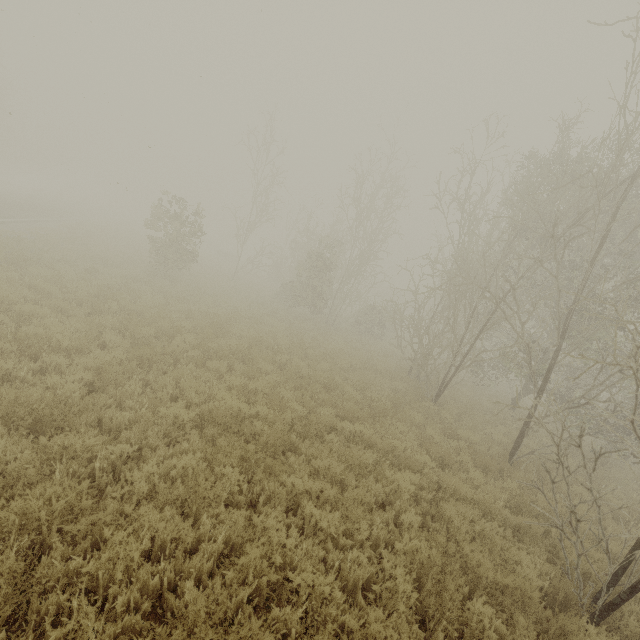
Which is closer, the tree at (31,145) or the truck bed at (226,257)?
the tree at (31,145)

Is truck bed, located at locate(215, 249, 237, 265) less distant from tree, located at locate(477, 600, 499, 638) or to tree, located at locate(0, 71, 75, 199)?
tree, located at locate(0, 71, 75, 199)

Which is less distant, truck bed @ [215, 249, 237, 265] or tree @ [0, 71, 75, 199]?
tree @ [0, 71, 75, 199]

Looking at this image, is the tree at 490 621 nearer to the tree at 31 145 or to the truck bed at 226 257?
the truck bed at 226 257

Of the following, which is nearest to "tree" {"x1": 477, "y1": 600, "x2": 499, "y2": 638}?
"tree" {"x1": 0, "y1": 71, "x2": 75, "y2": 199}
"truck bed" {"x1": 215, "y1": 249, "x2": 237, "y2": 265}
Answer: "truck bed" {"x1": 215, "y1": 249, "x2": 237, "y2": 265}

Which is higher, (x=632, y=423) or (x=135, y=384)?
(x=632, y=423)
